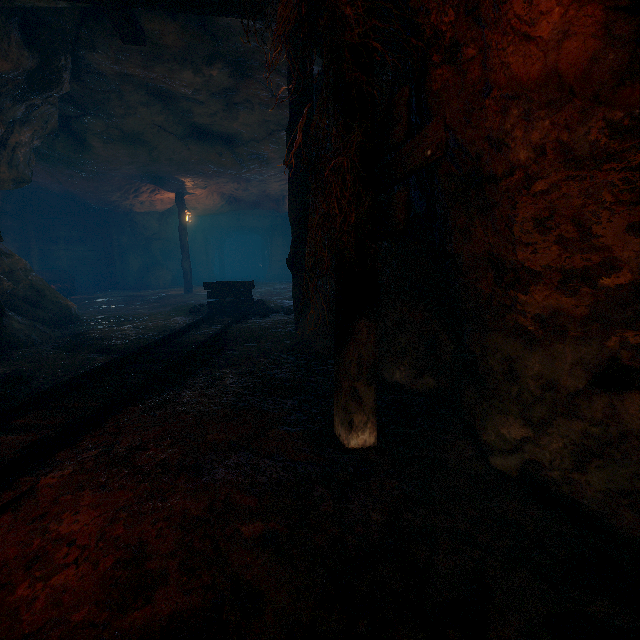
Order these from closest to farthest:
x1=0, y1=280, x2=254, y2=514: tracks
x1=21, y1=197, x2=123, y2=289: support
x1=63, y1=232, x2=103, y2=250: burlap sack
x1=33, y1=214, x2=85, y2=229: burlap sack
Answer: x1=0, y1=280, x2=254, y2=514: tracks, x1=21, y1=197, x2=123, y2=289: support, x1=33, y1=214, x2=85, y2=229: burlap sack, x1=63, y1=232, x2=103, y2=250: burlap sack

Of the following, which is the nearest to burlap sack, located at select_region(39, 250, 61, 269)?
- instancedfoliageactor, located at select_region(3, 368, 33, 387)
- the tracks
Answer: the tracks

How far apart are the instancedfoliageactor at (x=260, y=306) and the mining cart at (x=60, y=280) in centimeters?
1136cm

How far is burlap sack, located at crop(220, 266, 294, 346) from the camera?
4.9 meters

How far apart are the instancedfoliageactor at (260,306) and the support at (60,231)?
14.0m

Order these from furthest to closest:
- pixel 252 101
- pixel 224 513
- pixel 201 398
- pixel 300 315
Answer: pixel 252 101
pixel 300 315
pixel 201 398
pixel 224 513
